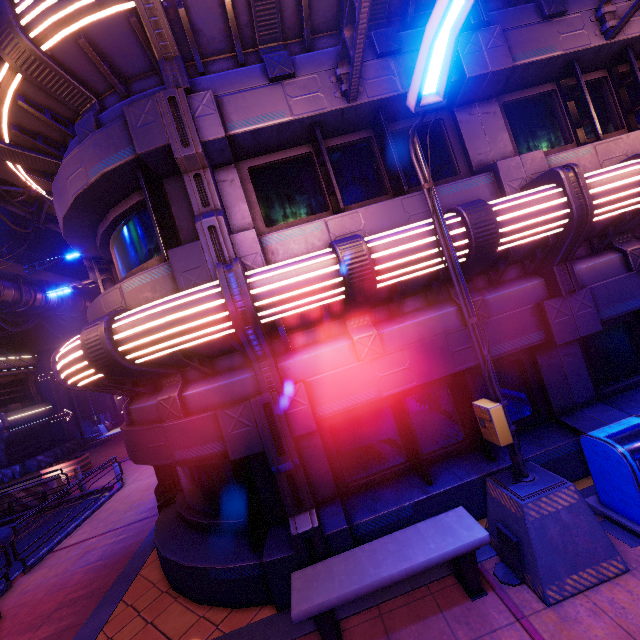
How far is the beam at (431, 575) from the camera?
4.20m

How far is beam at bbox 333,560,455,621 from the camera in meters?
4.2 m

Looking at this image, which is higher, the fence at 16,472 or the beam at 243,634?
the fence at 16,472

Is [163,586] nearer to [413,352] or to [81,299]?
[413,352]

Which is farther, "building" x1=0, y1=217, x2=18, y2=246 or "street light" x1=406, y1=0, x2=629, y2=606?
"building" x1=0, y1=217, x2=18, y2=246

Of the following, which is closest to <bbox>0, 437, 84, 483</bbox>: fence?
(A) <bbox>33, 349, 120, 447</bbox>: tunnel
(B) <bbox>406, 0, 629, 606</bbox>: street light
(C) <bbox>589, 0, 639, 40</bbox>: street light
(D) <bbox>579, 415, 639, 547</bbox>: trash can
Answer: (A) <bbox>33, 349, 120, 447</bbox>: tunnel

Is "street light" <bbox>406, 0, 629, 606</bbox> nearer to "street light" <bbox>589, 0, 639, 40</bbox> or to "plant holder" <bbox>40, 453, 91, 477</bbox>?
"street light" <bbox>589, 0, 639, 40</bbox>

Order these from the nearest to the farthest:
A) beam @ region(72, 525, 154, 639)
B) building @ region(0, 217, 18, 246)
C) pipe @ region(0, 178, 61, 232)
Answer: beam @ region(72, 525, 154, 639) < pipe @ region(0, 178, 61, 232) < building @ region(0, 217, 18, 246)
